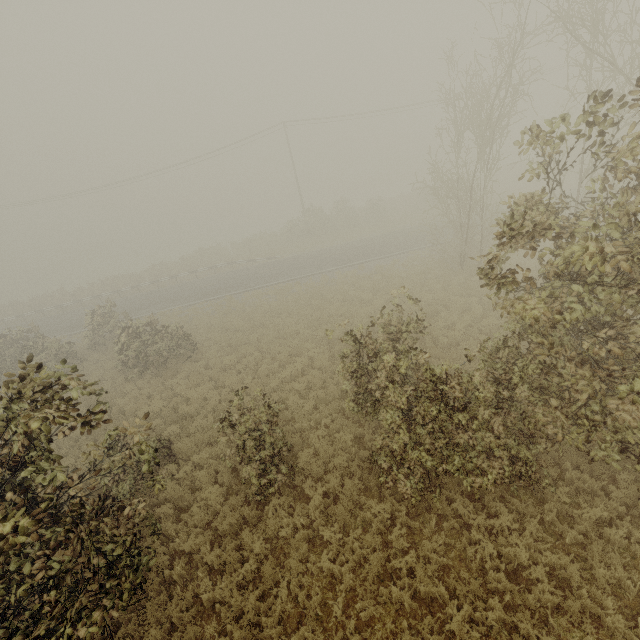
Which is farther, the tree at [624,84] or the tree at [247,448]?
the tree at [247,448]

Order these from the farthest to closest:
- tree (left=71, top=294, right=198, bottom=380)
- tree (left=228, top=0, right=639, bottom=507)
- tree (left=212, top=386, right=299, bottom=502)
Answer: tree (left=71, top=294, right=198, bottom=380)
tree (left=212, top=386, right=299, bottom=502)
tree (left=228, top=0, right=639, bottom=507)

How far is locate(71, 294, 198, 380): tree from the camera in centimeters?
1667cm

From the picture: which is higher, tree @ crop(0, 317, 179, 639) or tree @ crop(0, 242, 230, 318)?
tree @ crop(0, 317, 179, 639)

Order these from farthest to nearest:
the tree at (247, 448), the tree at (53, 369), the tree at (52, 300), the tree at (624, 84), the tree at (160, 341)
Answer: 1. the tree at (52, 300)
2. the tree at (160, 341)
3. the tree at (247, 448)
4. the tree at (624, 84)
5. the tree at (53, 369)

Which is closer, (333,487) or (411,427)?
(411,427)

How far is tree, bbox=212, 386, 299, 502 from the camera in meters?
8.2 m
